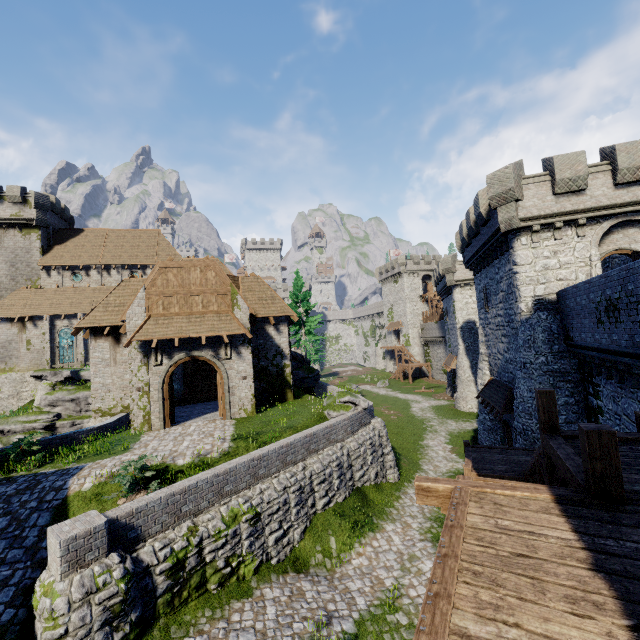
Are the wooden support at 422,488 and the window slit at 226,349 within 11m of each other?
no

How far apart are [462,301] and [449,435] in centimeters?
1539cm

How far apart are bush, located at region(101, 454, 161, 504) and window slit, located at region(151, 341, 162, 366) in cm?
684

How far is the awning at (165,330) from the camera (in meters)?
16.62

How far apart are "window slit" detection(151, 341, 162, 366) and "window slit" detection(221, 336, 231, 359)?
3.03m

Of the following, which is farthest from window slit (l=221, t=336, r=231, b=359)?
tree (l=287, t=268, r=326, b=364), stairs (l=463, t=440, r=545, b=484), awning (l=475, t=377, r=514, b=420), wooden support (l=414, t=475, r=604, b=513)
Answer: awning (l=475, t=377, r=514, b=420)

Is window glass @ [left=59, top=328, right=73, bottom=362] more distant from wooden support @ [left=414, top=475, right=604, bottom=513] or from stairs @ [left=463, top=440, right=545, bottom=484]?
wooden support @ [left=414, top=475, right=604, bottom=513]

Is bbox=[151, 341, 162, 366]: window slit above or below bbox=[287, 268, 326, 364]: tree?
below
